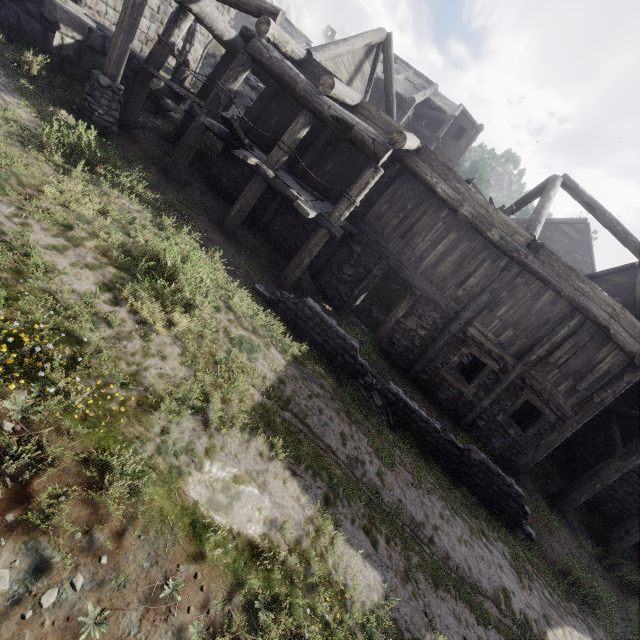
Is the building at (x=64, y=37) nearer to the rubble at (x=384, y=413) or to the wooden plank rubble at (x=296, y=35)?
the rubble at (x=384, y=413)

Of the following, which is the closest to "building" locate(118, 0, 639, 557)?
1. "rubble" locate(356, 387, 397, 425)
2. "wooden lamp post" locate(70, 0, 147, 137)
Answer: "wooden lamp post" locate(70, 0, 147, 137)

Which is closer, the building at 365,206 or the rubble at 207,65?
the building at 365,206

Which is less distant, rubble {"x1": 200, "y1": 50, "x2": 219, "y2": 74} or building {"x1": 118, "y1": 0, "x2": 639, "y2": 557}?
building {"x1": 118, "y1": 0, "x2": 639, "y2": 557}

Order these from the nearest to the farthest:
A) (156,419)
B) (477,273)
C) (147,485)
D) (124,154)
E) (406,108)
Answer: (147,485), (156,419), (124,154), (477,273), (406,108)

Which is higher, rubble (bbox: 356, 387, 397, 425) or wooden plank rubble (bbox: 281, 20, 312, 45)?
wooden plank rubble (bbox: 281, 20, 312, 45)

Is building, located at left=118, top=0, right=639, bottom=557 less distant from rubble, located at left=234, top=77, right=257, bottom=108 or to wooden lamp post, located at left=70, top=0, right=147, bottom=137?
rubble, located at left=234, top=77, right=257, bottom=108
